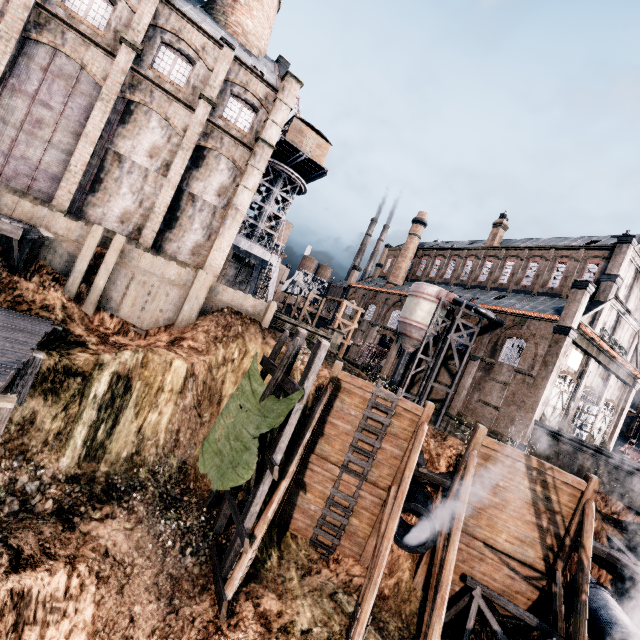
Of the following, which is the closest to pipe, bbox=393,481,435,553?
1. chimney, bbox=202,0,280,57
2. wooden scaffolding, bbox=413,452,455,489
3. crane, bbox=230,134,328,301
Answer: wooden scaffolding, bbox=413,452,455,489

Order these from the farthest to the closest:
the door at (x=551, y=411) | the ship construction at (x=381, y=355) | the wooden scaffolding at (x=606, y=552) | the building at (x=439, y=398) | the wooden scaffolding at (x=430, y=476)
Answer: the ship construction at (x=381, y=355) → the building at (x=439, y=398) → the door at (x=551, y=411) → the wooden scaffolding at (x=430, y=476) → the wooden scaffolding at (x=606, y=552)

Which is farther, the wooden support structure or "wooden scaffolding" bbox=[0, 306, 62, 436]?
the wooden support structure

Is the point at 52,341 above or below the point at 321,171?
below

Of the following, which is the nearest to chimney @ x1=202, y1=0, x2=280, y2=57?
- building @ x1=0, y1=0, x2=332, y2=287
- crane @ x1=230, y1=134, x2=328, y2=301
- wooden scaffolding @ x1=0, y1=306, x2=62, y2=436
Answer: building @ x1=0, y1=0, x2=332, y2=287

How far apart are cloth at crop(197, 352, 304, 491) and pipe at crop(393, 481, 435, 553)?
6.49m

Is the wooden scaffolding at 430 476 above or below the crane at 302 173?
below

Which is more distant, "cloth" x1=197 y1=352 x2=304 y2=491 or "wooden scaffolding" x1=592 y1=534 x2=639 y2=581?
"wooden scaffolding" x1=592 y1=534 x2=639 y2=581
